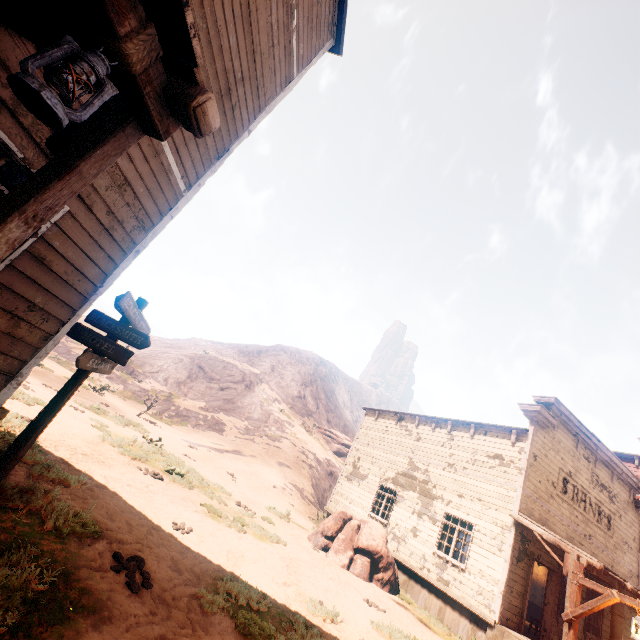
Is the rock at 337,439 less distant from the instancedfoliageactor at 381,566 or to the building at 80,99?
the building at 80,99

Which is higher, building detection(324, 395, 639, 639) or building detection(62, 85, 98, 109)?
building detection(62, 85, 98, 109)

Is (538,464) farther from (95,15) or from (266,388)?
(266,388)

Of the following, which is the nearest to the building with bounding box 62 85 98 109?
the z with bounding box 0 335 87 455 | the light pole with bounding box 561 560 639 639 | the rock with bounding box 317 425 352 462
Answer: the z with bounding box 0 335 87 455

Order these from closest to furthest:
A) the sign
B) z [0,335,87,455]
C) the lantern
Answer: the lantern < the sign < z [0,335,87,455]

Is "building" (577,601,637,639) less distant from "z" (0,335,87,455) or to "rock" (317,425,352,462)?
"z" (0,335,87,455)

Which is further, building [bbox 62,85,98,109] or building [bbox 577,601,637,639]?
→ building [bbox 577,601,637,639]

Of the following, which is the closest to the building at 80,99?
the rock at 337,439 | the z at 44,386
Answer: the z at 44,386
